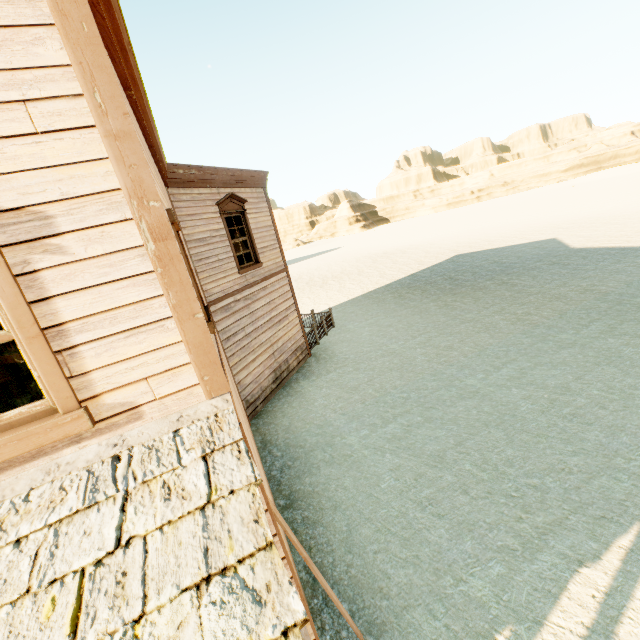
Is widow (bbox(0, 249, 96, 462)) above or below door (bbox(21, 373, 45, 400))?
above

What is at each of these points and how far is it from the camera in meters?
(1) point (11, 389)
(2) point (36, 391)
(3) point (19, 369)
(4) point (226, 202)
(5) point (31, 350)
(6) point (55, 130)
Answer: (1) door, 10.8
(2) door, 11.0
(3) building, 10.6
(4) widow, 9.4
(5) widow, 1.8
(6) building, 1.7

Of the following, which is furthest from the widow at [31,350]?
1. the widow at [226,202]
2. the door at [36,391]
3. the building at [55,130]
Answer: the door at [36,391]

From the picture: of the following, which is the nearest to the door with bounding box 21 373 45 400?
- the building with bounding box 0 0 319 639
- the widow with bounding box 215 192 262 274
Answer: the building with bounding box 0 0 319 639

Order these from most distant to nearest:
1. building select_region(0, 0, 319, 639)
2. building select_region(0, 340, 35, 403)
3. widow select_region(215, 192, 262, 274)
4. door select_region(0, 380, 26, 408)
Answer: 1. door select_region(0, 380, 26, 408)
2. widow select_region(215, 192, 262, 274)
3. building select_region(0, 340, 35, 403)
4. building select_region(0, 0, 319, 639)

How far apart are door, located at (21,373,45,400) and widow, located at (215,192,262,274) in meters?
7.7

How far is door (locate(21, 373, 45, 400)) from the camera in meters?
10.7 m
